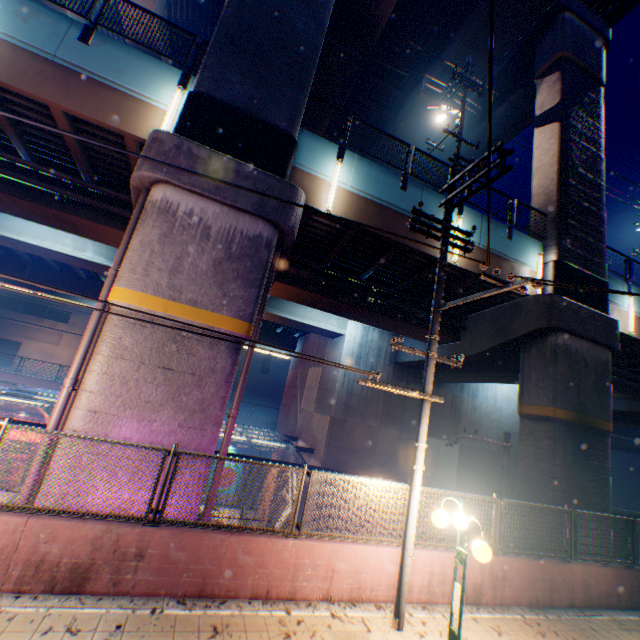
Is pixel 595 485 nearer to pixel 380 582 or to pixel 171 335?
pixel 380 582

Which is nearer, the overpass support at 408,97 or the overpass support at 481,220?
the overpass support at 408,97

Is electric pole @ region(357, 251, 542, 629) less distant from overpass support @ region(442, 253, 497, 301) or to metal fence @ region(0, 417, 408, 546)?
metal fence @ region(0, 417, 408, 546)

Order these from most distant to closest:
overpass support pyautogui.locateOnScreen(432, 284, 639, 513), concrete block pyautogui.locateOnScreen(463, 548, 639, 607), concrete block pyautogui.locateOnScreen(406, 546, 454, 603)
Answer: overpass support pyautogui.locateOnScreen(432, 284, 639, 513), concrete block pyautogui.locateOnScreen(463, 548, 639, 607), concrete block pyautogui.locateOnScreen(406, 546, 454, 603)

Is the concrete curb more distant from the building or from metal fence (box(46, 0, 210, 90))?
the building

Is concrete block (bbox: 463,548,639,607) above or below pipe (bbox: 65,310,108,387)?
below

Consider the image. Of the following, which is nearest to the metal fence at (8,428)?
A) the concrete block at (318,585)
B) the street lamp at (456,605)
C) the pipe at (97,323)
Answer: the concrete block at (318,585)
